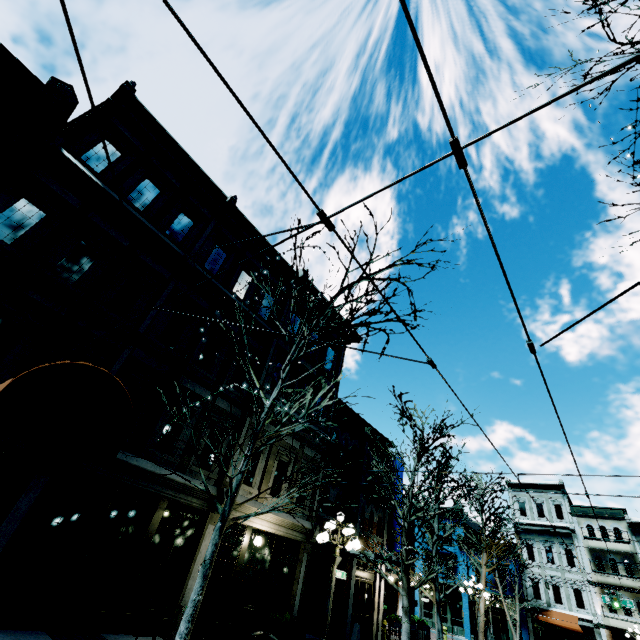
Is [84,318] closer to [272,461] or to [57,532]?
[57,532]

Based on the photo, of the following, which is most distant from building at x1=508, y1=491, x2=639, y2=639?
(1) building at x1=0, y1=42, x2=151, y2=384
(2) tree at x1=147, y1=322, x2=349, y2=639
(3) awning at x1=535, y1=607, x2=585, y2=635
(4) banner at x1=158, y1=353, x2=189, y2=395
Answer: (4) banner at x1=158, y1=353, x2=189, y2=395

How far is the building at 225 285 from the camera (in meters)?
12.98

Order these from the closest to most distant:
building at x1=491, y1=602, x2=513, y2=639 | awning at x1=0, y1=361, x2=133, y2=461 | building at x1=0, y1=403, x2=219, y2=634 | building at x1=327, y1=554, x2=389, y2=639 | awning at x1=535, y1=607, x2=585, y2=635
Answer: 1. awning at x1=0, y1=361, x2=133, y2=461
2. building at x1=0, y1=403, x2=219, y2=634
3. building at x1=327, y1=554, x2=389, y2=639
4. awning at x1=535, y1=607, x2=585, y2=635
5. building at x1=491, y1=602, x2=513, y2=639

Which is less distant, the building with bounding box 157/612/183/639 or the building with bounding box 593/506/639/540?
the building with bounding box 157/612/183/639

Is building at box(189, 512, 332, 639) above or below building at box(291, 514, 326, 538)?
below

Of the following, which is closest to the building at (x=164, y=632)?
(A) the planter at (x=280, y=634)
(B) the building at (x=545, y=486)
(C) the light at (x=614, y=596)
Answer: (A) the planter at (x=280, y=634)

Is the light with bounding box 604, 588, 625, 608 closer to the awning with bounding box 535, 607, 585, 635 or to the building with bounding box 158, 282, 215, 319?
the awning with bounding box 535, 607, 585, 635
